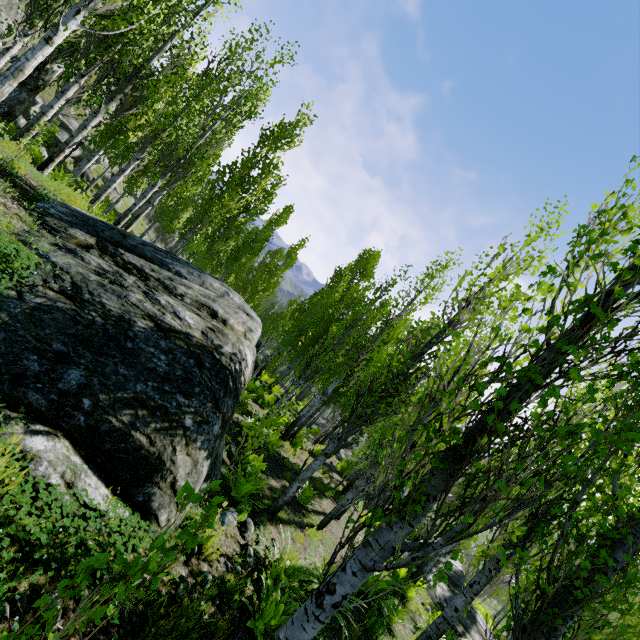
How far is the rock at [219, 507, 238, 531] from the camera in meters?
4.6 m

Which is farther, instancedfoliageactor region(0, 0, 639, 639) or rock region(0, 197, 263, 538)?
rock region(0, 197, 263, 538)

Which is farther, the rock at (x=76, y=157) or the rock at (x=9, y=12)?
the rock at (x=76, y=157)

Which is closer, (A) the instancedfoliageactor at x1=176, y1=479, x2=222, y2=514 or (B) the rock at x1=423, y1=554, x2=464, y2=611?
(A) the instancedfoliageactor at x1=176, y1=479, x2=222, y2=514

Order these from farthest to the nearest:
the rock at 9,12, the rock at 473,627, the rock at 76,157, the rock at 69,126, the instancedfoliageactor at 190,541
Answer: the rock at 76,157
the rock at 69,126
the rock at 9,12
the rock at 473,627
the instancedfoliageactor at 190,541

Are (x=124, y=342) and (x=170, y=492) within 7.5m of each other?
yes

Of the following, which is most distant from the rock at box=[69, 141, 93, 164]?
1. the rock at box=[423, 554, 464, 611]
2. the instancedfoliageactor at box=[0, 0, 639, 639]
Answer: the rock at box=[423, 554, 464, 611]

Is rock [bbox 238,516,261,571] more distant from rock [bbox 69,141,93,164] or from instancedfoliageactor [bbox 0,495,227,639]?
rock [bbox 69,141,93,164]
